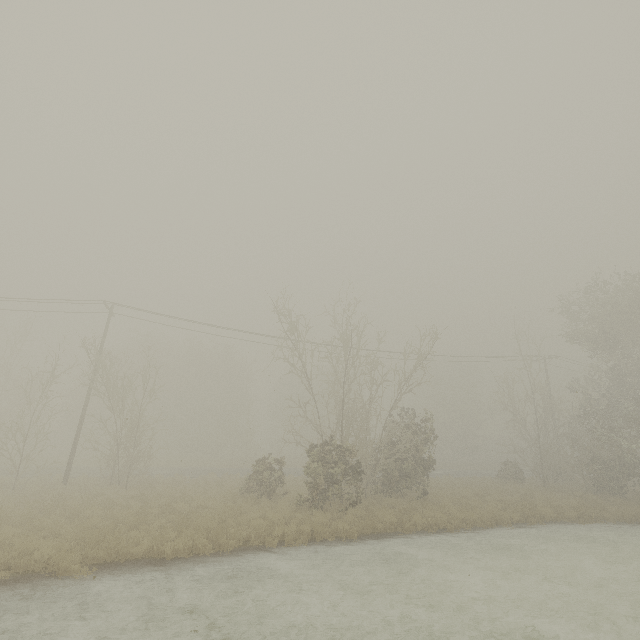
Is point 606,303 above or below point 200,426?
above
